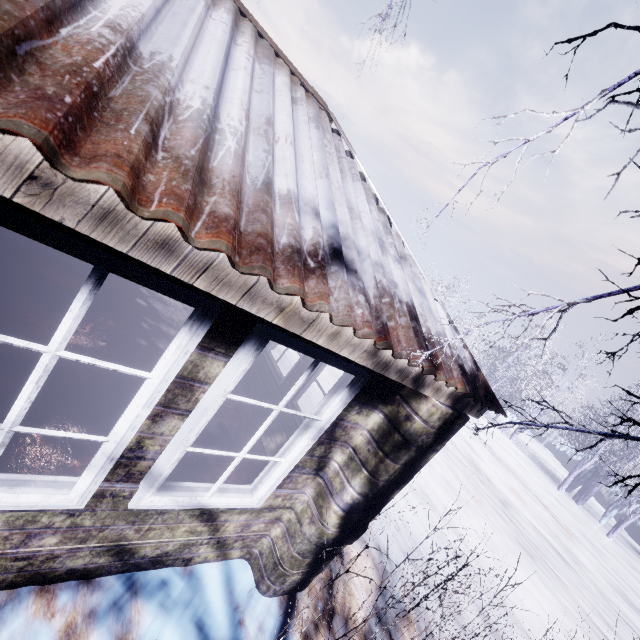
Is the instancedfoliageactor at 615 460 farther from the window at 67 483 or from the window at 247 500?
the window at 67 483

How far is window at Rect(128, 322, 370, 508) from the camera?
1.6m

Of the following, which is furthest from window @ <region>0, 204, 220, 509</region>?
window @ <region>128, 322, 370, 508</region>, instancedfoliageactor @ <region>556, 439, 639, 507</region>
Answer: instancedfoliageactor @ <region>556, 439, 639, 507</region>

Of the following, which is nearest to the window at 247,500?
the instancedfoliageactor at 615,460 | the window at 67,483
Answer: the window at 67,483

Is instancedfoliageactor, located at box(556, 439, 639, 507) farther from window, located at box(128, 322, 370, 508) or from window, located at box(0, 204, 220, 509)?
window, located at box(0, 204, 220, 509)

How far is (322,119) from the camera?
2.6m
